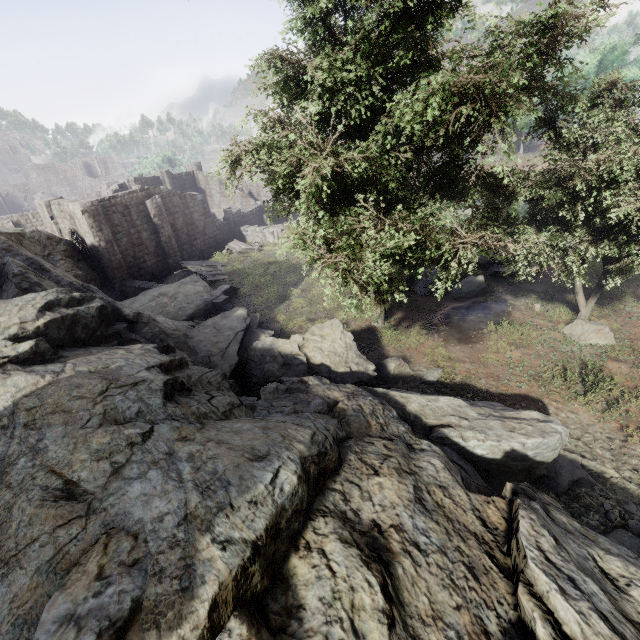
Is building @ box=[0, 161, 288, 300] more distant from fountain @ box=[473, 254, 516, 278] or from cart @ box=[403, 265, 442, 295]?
fountain @ box=[473, 254, 516, 278]

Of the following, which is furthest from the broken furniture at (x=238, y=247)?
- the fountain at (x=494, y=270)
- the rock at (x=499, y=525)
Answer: the fountain at (x=494, y=270)

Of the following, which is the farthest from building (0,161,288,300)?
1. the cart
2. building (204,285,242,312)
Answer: the cart

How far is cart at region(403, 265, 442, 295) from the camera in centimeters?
1833cm

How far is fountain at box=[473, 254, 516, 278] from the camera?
18.5 meters

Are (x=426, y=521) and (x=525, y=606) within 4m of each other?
yes

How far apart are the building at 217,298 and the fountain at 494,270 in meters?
14.9

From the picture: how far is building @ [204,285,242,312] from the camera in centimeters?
2061cm
